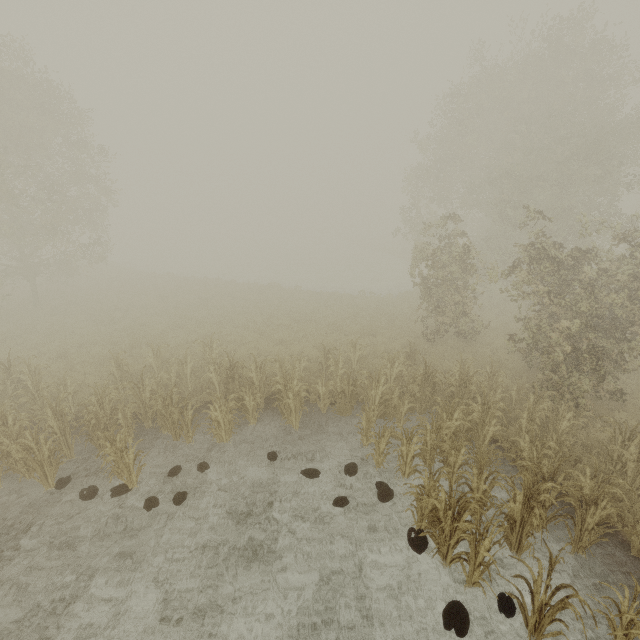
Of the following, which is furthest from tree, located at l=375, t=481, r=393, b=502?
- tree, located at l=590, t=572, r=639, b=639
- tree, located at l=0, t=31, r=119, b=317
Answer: tree, located at l=0, t=31, r=119, b=317

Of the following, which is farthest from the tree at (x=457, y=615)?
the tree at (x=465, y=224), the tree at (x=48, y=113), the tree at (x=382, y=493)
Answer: the tree at (x=48, y=113)

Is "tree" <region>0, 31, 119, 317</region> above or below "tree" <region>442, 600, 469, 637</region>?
above

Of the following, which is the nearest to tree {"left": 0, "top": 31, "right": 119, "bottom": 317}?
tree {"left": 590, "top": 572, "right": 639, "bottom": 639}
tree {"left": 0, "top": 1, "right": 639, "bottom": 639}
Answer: tree {"left": 590, "top": 572, "right": 639, "bottom": 639}

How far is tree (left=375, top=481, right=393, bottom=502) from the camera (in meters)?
7.34

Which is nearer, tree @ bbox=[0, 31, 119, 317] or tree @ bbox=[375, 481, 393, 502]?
tree @ bbox=[375, 481, 393, 502]

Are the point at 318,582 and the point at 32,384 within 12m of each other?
yes
